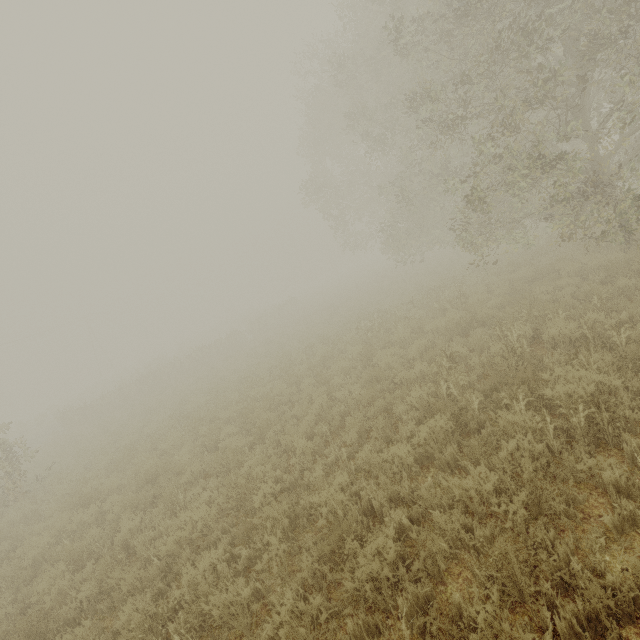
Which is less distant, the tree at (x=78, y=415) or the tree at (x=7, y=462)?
the tree at (x=7, y=462)

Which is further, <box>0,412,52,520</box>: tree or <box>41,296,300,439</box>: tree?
<box>41,296,300,439</box>: tree

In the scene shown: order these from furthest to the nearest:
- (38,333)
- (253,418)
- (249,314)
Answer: (249,314) < (38,333) < (253,418)

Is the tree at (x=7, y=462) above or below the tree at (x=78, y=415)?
above

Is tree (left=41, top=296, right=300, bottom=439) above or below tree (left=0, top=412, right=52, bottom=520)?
below

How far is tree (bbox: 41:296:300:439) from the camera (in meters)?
22.67
